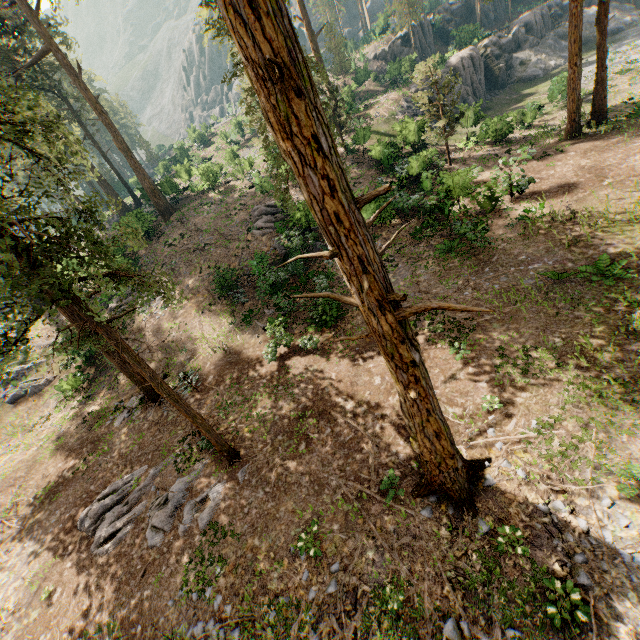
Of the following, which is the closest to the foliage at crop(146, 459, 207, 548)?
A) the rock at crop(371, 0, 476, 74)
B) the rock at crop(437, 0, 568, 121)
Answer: the rock at crop(371, 0, 476, 74)

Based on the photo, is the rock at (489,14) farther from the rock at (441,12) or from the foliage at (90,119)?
the rock at (441,12)

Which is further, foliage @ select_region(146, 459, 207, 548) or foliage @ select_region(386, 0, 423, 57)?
foliage @ select_region(386, 0, 423, 57)

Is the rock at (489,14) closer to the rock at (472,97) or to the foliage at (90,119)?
the foliage at (90,119)

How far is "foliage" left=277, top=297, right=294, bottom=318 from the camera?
17.3 meters

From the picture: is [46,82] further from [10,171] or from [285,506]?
[10,171]

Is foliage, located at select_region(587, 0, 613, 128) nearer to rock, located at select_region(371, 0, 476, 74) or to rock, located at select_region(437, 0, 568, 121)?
rock, located at select_region(371, 0, 476, 74)

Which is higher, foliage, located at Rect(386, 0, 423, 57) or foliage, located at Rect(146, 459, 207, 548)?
foliage, located at Rect(386, 0, 423, 57)
